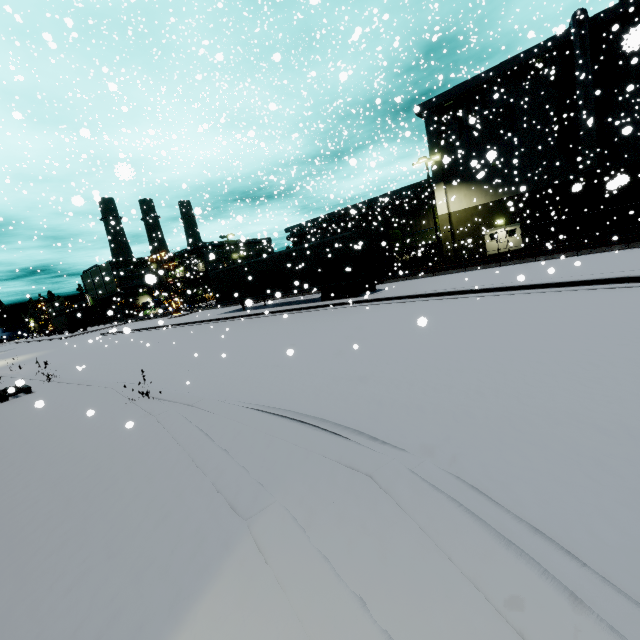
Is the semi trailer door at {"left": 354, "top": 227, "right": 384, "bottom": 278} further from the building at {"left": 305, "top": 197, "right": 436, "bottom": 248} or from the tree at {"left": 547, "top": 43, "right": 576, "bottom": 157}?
the building at {"left": 305, "top": 197, "right": 436, "bottom": 248}

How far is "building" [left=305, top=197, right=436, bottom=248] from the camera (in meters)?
36.12

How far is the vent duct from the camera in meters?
22.8

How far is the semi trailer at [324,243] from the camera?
18.0 meters

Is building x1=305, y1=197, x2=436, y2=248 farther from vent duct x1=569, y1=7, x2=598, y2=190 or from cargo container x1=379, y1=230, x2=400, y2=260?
cargo container x1=379, y1=230, x2=400, y2=260

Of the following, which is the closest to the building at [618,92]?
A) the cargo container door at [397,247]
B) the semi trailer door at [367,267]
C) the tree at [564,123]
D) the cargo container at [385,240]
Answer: the tree at [564,123]

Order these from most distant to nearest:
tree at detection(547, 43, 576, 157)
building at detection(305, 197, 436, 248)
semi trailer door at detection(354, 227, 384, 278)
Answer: building at detection(305, 197, 436, 248), tree at detection(547, 43, 576, 157), semi trailer door at detection(354, 227, 384, 278)

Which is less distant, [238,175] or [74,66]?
[74,66]
